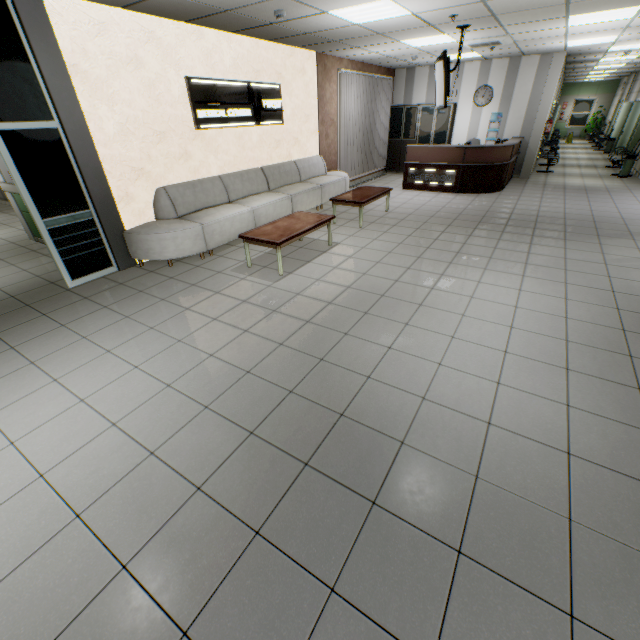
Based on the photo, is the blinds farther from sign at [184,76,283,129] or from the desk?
sign at [184,76,283,129]

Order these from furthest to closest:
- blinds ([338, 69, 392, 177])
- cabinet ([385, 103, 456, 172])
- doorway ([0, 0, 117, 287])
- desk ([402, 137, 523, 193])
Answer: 1. cabinet ([385, 103, 456, 172])
2. blinds ([338, 69, 392, 177])
3. desk ([402, 137, 523, 193])
4. doorway ([0, 0, 117, 287])

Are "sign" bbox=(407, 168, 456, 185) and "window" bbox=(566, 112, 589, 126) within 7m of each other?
Result: no

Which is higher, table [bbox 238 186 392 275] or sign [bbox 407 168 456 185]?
table [bbox 238 186 392 275]

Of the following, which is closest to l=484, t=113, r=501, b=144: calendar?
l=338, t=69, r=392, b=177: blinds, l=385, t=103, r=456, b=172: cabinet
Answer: l=385, t=103, r=456, b=172: cabinet

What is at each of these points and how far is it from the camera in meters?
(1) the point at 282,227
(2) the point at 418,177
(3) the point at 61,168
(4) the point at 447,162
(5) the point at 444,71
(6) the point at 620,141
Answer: (1) table, 5.1 m
(2) sign, 9.4 m
(3) doorway, 4.3 m
(4) desk, 8.8 m
(5) tv, 5.7 m
(6) door, 13.5 m

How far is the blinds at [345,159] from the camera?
9.11m

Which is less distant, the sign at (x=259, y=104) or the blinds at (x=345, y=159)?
the sign at (x=259, y=104)
